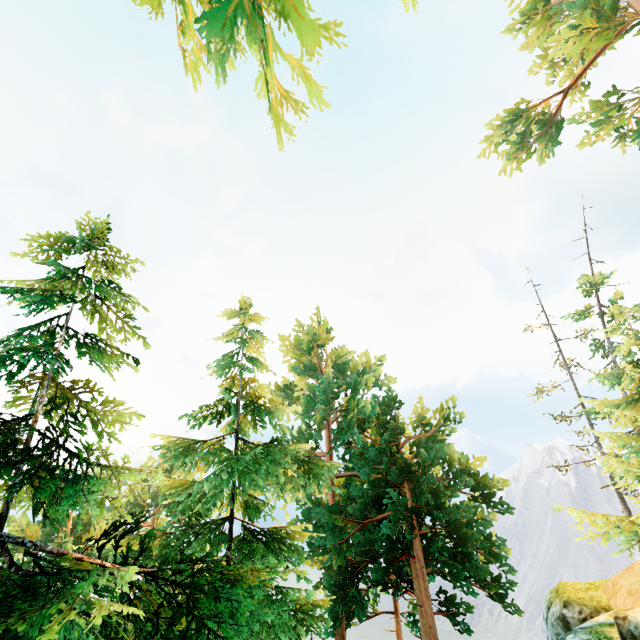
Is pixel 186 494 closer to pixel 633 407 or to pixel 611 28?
pixel 633 407

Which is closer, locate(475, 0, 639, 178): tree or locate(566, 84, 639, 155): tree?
locate(475, 0, 639, 178): tree

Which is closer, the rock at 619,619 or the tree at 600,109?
the rock at 619,619

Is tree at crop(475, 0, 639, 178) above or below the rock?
above

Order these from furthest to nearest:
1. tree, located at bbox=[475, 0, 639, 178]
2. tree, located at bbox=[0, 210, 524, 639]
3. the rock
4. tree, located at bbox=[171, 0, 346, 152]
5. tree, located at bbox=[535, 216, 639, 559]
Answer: tree, located at bbox=[475, 0, 639, 178] → tree, located at bbox=[535, 216, 639, 559] → the rock → tree, located at bbox=[0, 210, 524, 639] → tree, located at bbox=[171, 0, 346, 152]

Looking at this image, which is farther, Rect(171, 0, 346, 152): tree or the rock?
the rock

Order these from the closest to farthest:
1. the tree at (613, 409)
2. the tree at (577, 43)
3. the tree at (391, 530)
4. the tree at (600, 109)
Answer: the tree at (391, 530) → the tree at (613, 409) → the tree at (577, 43) → the tree at (600, 109)
